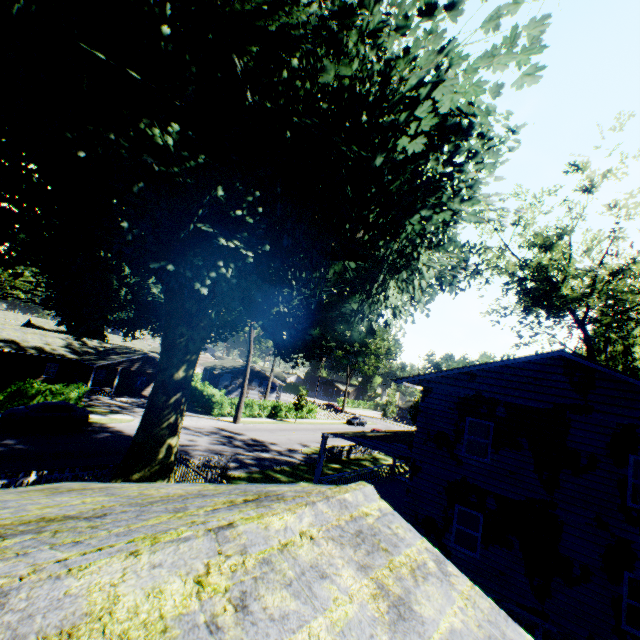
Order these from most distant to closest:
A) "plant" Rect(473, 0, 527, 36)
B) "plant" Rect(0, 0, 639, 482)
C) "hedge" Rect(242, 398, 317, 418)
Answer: "hedge" Rect(242, 398, 317, 418)
"plant" Rect(473, 0, 527, 36)
"plant" Rect(0, 0, 639, 482)

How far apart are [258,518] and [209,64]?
10.78m

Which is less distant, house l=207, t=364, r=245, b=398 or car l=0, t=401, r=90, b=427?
car l=0, t=401, r=90, b=427

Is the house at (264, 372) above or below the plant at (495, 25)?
below

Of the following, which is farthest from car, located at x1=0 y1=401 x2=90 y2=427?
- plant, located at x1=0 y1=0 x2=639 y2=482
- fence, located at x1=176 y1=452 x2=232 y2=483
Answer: fence, located at x1=176 y1=452 x2=232 y2=483

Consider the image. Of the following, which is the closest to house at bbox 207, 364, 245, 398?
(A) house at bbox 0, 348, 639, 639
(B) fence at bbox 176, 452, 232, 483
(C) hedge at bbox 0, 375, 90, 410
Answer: (C) hedge at bbox 0, 375, 90, 410

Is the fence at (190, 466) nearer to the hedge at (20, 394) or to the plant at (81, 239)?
the plant at (81, 239)

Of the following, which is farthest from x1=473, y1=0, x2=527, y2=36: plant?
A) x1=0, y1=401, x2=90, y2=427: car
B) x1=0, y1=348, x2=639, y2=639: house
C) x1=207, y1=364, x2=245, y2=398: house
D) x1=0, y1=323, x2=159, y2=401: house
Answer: x1=0, y1=401, x2=90, y2=427: car
